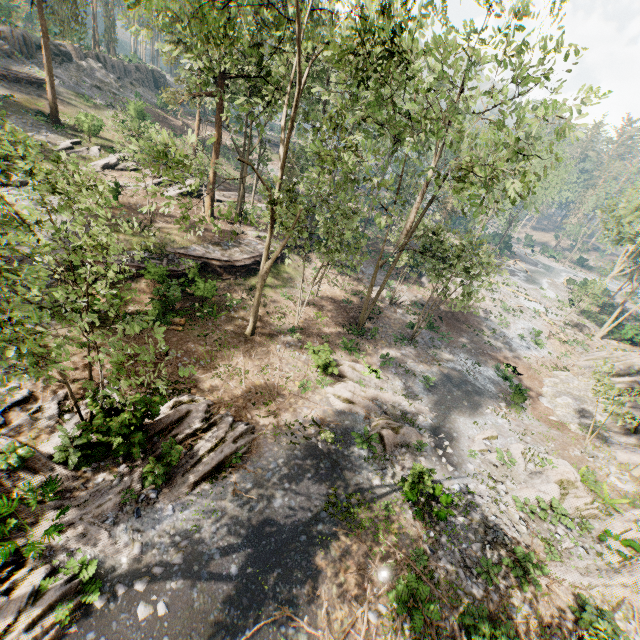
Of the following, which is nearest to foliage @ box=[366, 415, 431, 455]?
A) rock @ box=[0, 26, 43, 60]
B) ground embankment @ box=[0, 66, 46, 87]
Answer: rock @ box=[0, 26, 43, 60]

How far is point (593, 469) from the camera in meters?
18.1 m

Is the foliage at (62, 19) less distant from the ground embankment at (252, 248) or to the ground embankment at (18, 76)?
the ground embankment at (252, 248)

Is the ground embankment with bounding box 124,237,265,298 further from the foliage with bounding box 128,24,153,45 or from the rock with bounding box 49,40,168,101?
the rock with bounding box 49,40,168,101

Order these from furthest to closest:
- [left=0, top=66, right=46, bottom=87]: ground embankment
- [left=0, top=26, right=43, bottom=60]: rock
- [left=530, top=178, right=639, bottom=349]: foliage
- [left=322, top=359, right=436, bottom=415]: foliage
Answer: [left=530, top=178, right=639, bottom=349]: foliage, [left=0, top=26, right=43, bottom=60]: rock, [left=0, top=66, right=46, bottom=87]: ground embankment, [left=322, top=359, right=436, bottom=415]: foliage

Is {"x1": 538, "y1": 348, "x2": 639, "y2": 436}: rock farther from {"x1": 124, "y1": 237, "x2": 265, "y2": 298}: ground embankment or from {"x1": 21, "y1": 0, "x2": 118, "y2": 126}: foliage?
{"x1": 124, "y1": 237, "x2": 265, "y2": 298}: ground embankment

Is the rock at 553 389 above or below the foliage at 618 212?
below
